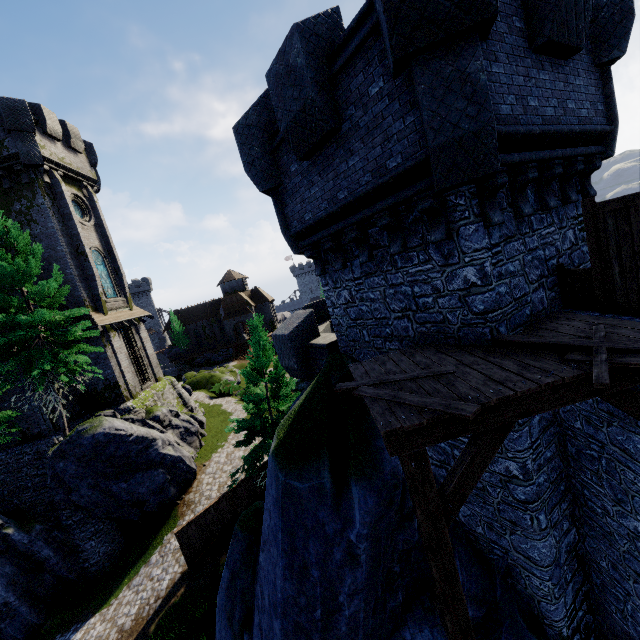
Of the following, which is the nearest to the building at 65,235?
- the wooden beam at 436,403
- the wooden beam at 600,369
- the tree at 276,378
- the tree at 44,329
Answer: the tree at 44,329

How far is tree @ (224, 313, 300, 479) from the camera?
16.7 meters

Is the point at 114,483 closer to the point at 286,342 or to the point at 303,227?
the point at 286,342

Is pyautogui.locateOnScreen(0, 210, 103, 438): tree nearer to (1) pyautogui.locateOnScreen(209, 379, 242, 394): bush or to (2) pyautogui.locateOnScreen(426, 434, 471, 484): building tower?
(2) pyautogui.locateOnScreen(426, 434, 471, 484): building tower

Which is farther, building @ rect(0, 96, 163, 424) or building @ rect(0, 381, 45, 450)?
building @ rect(0, 96, 163, 424)

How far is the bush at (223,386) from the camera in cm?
3681

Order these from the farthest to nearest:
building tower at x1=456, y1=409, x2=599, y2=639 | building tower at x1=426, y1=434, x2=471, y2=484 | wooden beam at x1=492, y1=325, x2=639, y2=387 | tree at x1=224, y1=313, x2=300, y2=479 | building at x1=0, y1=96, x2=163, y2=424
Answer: building at x1=0, y1=96, x2=163, y2=424
tree at x1=224, y1=313, x2=300, y2=479
building tower at x1=426, y1=434, x2=471, y2=484
building tower at x1=456, y1=409, x2=599, y2=639
wooden beam at x1=492, y1=325, x2=639, y2=387

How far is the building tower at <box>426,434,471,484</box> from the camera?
6.8m
